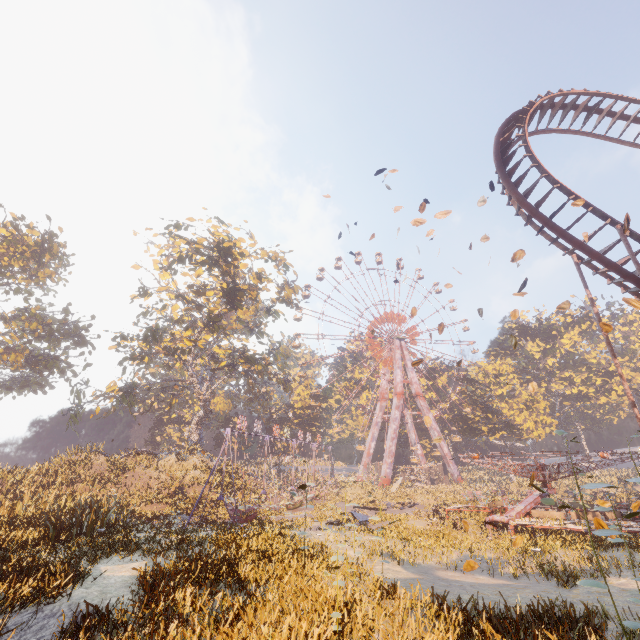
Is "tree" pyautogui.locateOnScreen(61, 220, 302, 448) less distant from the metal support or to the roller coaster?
the metal support

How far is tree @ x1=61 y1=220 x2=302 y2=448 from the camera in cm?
2894

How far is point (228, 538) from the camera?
11.9 meters

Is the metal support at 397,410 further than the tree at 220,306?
Yes

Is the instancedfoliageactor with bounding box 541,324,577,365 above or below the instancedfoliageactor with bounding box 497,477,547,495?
above

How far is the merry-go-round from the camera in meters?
16.3 m

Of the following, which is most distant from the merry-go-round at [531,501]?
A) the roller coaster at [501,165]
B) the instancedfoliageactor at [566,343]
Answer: the instancedfoliageactor at [566,343]

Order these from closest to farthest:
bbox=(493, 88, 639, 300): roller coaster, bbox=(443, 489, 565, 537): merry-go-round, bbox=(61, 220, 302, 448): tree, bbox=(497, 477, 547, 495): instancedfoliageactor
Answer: bbox=(497, 477, 547, 495): instancedfoliageactor < bbox=(493, 88, 639, 300): roller coaster < bbox=(443, 489, 565, 537): merry-go-round < bbox=(61, 220, 302, 448): tree
